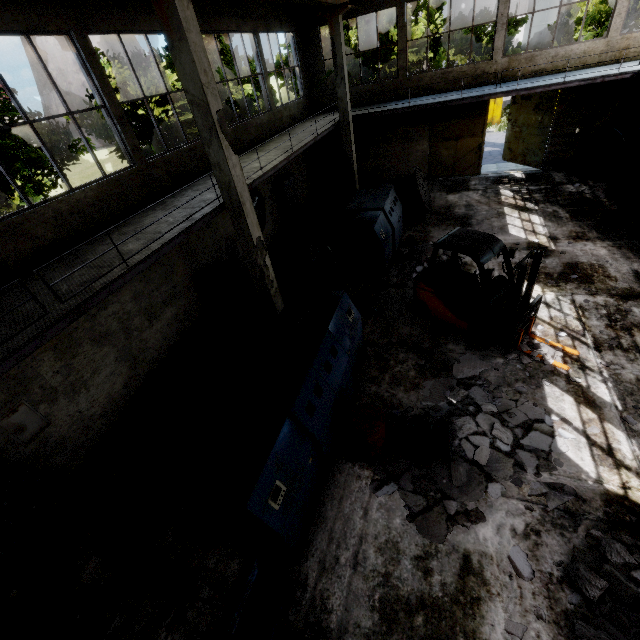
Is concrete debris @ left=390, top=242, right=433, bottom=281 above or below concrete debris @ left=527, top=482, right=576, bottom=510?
above

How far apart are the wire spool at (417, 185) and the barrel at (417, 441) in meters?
9.8 m

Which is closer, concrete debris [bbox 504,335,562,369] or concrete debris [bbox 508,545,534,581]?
concrete debris [bbox 508,545,534,581]

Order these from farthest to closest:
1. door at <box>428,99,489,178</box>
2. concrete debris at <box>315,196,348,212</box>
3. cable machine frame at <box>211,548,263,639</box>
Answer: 1. concrete debris at <box>315,196,348,212</box>
2. door at <box>428,99,489,178</box>
3. cable machine frame at <box>211,548,263,639</box>

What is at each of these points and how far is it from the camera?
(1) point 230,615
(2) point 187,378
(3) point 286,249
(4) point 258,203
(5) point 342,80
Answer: (1) cable machine frame, 3.6 meters
(2) concrete debris, 8.1 meters
(3) wire spool, 10.3 meters
(4) fan, 13.8 meters
(5) column, 13.7 meters

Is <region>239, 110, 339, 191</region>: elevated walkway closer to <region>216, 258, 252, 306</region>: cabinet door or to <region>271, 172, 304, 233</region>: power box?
<region>271, 172, 304, 233</region>: power box

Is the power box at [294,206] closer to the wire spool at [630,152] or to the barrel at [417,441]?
the barrel at [417,441]

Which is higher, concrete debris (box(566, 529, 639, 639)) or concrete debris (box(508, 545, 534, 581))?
concrete debris (box(566, 529, 639, 639))
